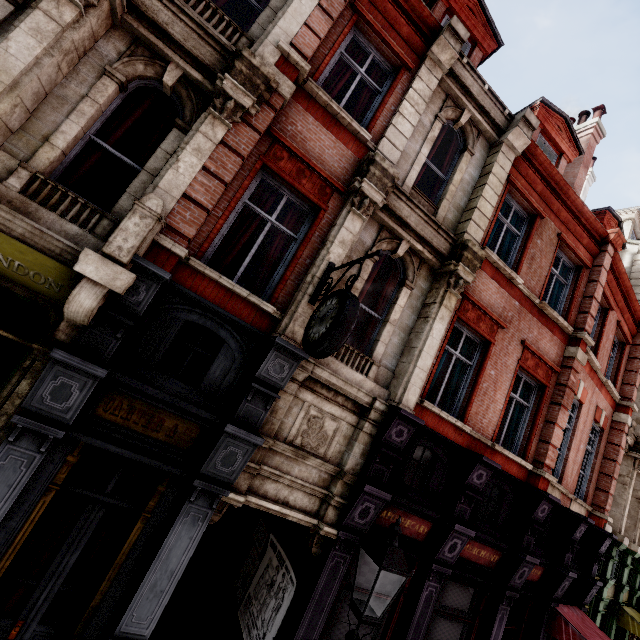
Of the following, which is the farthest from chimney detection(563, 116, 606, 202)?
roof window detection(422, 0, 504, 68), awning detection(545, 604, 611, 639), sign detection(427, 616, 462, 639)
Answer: sign detection(427, 616, 462, 639)

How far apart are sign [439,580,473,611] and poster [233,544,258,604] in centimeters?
355cm

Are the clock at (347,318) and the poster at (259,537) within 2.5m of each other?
no

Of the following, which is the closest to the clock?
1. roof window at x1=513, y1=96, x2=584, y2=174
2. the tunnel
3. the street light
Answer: the street light

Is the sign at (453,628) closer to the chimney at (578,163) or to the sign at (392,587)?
→ the sign at (392,587)

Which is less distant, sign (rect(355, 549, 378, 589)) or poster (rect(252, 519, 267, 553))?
sign (rect(355, 549, 378, 589))

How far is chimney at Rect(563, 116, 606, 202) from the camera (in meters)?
12.11

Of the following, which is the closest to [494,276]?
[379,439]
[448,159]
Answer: [448,159]
